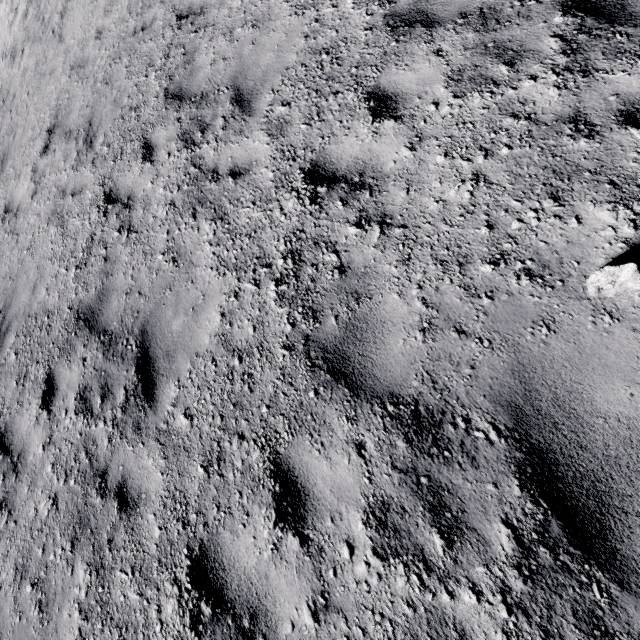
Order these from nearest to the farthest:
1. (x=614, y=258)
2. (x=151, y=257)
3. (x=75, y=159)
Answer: (x=614, y=258), (x=151, y=257), (x=75, y=159)
